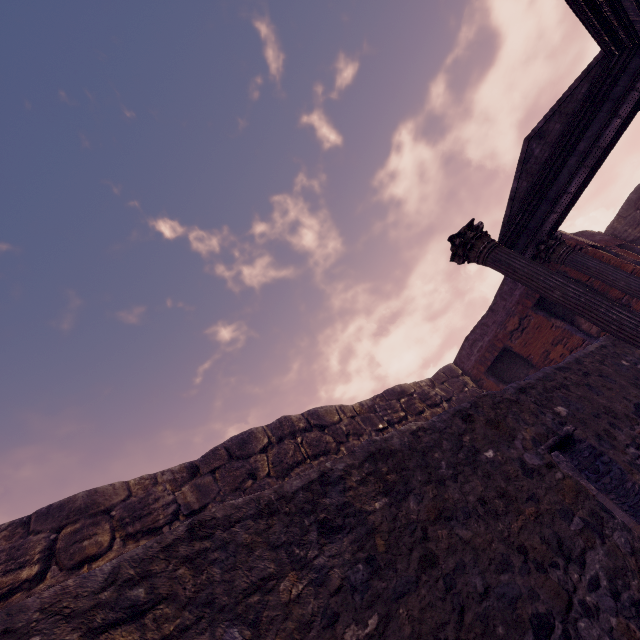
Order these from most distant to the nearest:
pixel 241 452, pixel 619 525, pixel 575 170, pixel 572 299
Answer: pixel 241 452 < pixel 575 170 < pixel 572 299 < pixel 619 525

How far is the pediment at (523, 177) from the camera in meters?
6.0

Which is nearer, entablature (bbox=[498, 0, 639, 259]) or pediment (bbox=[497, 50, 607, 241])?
entablature (bbox=[498, 0, 639, 259])

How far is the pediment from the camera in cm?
600

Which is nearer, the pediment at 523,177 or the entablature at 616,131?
the entablature at 616,131

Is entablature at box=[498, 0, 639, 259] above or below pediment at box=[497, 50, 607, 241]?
below
